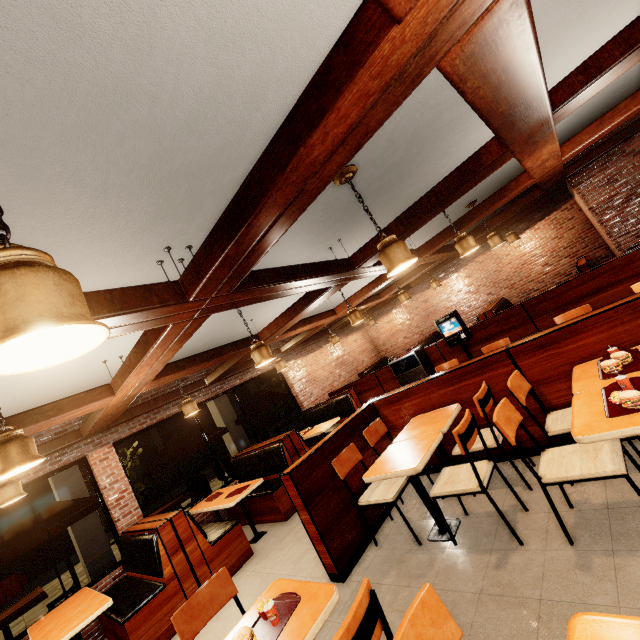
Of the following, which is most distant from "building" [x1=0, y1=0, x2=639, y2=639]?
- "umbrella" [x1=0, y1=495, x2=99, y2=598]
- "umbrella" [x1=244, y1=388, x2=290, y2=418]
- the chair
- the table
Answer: the chair

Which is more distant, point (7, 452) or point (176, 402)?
point (176, 402)

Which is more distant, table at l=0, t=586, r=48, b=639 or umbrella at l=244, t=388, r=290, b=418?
umbrella at l=244, t=388, r=290, b=418

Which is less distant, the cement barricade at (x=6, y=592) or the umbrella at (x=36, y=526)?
the umbrella at (x=36, y=526)

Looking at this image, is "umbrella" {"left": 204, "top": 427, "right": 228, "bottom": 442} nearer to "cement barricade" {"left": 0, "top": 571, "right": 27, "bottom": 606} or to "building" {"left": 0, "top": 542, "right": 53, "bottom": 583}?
"building" {"left": 0, "top": 542, "right": 53, "bottom": 583}

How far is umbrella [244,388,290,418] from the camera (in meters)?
9.41

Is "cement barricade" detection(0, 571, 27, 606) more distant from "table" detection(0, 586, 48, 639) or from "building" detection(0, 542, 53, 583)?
"table" detection(0, 586, 48, 639)

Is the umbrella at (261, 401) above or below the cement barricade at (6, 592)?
above
